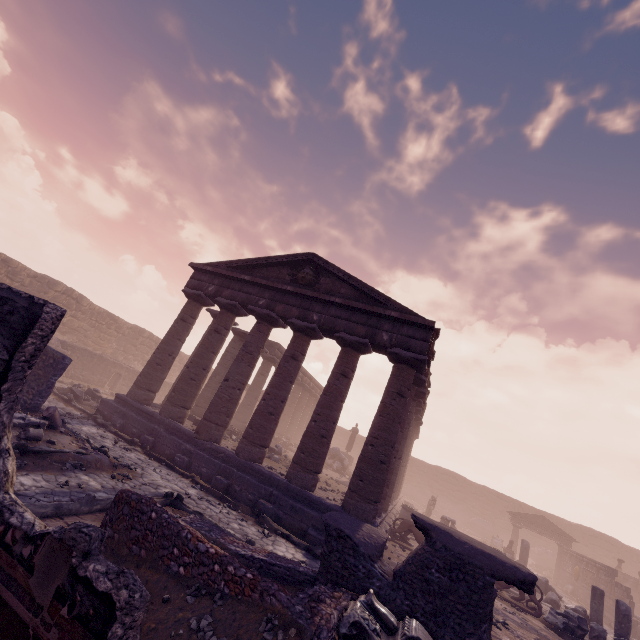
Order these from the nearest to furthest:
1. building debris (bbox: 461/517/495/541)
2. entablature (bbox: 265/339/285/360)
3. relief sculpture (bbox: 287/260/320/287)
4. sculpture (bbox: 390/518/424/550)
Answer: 1. sculpture (bbox: 390/518/424/550)
2. relief sculpture (bbox: 287/260/320/287)
3. entablature (bbox: 265/339/285/360)
4. building debris (bbox: 461/517/495/541)

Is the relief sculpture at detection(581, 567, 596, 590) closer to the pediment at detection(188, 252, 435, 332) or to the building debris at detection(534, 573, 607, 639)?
the building debris at detection(534, 573, 607, 639)

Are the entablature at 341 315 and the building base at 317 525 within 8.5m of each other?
yes

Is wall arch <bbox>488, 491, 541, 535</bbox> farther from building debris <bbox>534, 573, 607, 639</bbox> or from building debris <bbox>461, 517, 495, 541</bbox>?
Answer: building debris <bbox>534, 573, 607, 639</bbox>

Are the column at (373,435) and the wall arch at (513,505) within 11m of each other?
no

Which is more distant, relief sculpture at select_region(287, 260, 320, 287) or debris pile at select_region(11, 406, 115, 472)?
relief sculpture at select_region(287, 260, 320, 287)

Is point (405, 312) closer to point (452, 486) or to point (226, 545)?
point (226, 545)

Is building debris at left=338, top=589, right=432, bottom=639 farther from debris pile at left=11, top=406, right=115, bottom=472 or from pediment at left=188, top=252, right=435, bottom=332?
pediment at left=188, top=252, right=435, bottom=332
